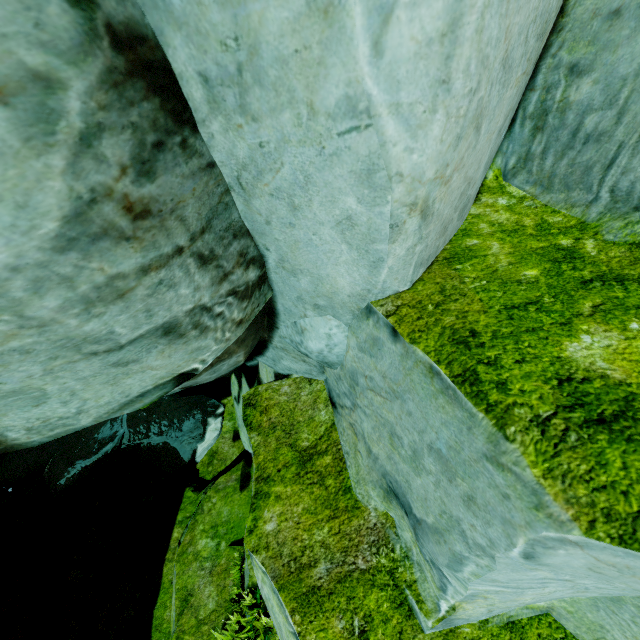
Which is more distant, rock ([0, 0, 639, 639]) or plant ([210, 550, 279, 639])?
plant ([210, 550, 279, 639])

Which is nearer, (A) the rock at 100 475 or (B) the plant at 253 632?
(A) the rock at 100 475

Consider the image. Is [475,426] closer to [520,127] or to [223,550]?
[520,127]
